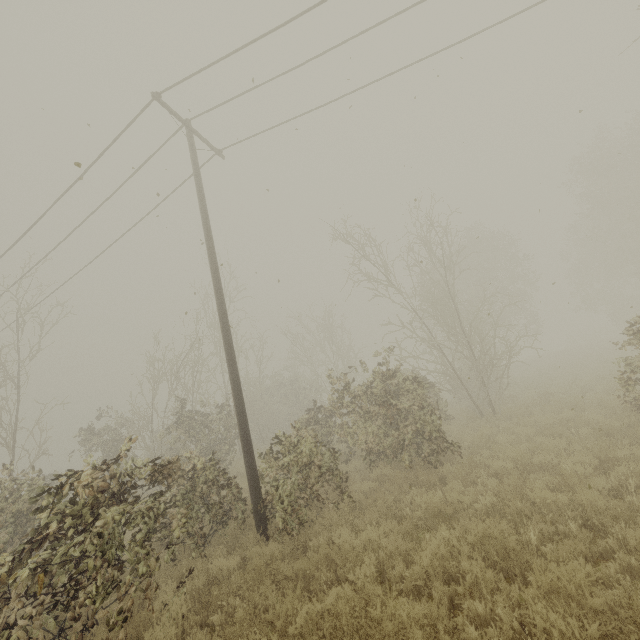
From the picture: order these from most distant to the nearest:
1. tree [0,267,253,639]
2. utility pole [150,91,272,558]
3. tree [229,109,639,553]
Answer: tree [229,109,639,553] → utility pole [150,91,272,558] → tree [0,267,253,639]

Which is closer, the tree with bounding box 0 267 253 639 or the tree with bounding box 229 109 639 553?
the tree with bounding box 0 267 253 639

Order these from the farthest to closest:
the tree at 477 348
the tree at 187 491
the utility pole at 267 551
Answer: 1. the tree at 477 348
2. the utility pole at 267 551
3. the tree at 187 491

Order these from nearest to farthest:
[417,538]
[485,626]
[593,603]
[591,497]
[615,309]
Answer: [593,603] → [485,626] → [591,497] → [417,538] → [615,309]

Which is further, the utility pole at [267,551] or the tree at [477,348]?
the tree at [477,348]

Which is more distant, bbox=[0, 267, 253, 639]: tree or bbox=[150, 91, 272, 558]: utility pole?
bbox=[150, 91, 272, 558]: utility pole

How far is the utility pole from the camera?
7.48m
